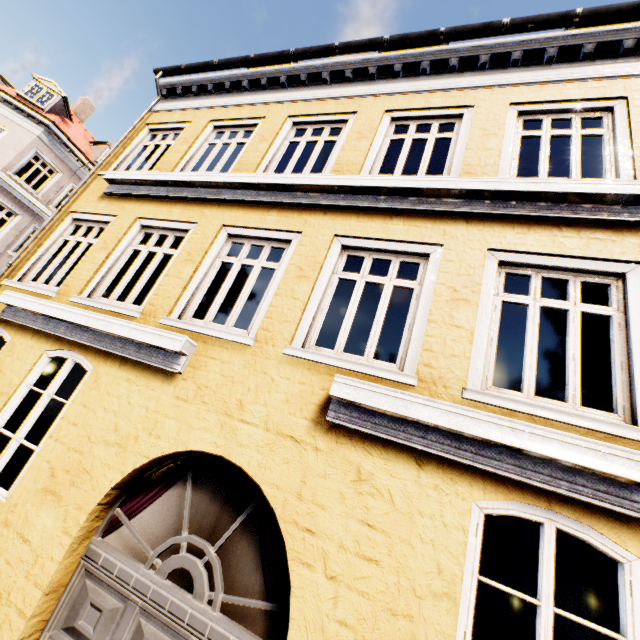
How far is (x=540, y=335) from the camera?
9.55m
